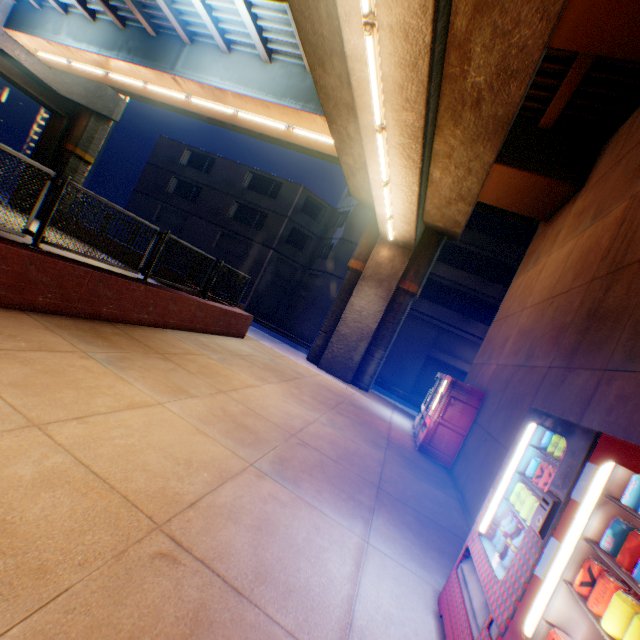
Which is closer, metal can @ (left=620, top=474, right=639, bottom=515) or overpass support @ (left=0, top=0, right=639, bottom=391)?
metal can @ (left=620, top=474, right=639, bottom=515)

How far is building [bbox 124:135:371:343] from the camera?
25.9 meters

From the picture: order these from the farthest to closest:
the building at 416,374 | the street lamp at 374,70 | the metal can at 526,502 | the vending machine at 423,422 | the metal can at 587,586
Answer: the building at 416,374
the vending machine at 423,422
the street lamp at 374,70
the metal can at 526,502
the metal can at 587,586

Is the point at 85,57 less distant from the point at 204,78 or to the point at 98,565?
the point at 204,78

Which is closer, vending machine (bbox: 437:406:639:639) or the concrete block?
vending machine (bbox: 437:406:639:639)

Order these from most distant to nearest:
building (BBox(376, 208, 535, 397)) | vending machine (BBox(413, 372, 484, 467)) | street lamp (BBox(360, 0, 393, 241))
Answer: building (BBox(376, 208, 535, 397)) < vending machine (BBox(413, 372, 484, 467)) < street lamp (BBox(360, 0, 393, 241))

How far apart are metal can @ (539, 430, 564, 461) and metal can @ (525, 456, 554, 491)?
0.09m

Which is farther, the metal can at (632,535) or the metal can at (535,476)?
the metal can at (535,476)
